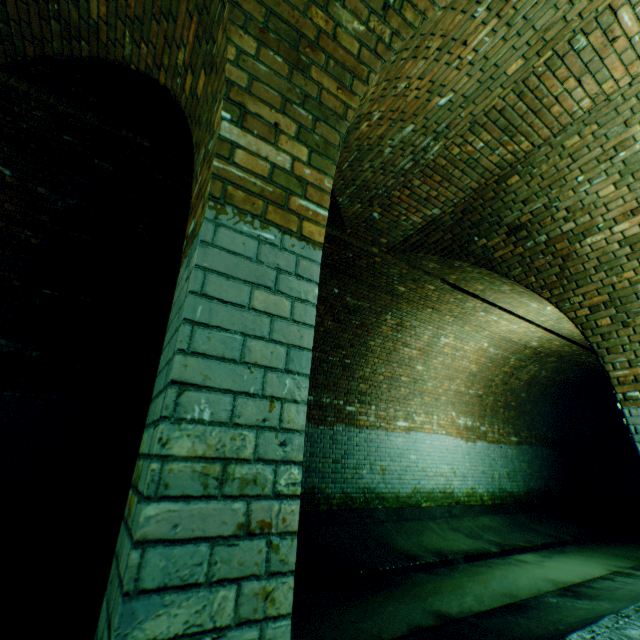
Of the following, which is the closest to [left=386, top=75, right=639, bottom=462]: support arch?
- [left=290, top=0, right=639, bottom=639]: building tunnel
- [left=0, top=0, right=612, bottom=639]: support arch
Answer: [left=290, top=0, right=639, bottom=639]: building tunnel

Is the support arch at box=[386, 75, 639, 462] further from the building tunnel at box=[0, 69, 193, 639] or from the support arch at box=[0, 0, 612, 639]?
the support arch at box=[0, 0, 612, 639]

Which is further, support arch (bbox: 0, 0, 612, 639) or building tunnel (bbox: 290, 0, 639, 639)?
building tunnel (bbox: 290, 0, 639, 639)

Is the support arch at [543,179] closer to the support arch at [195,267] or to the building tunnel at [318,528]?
the building tunnel at [318,528]

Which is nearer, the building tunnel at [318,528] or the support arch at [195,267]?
the support arch at [195,267]

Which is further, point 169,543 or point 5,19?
point 5,19

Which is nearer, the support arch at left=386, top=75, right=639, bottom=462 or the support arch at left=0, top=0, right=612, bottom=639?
the support arch at left=0, top=0, right=612, bottom=639
